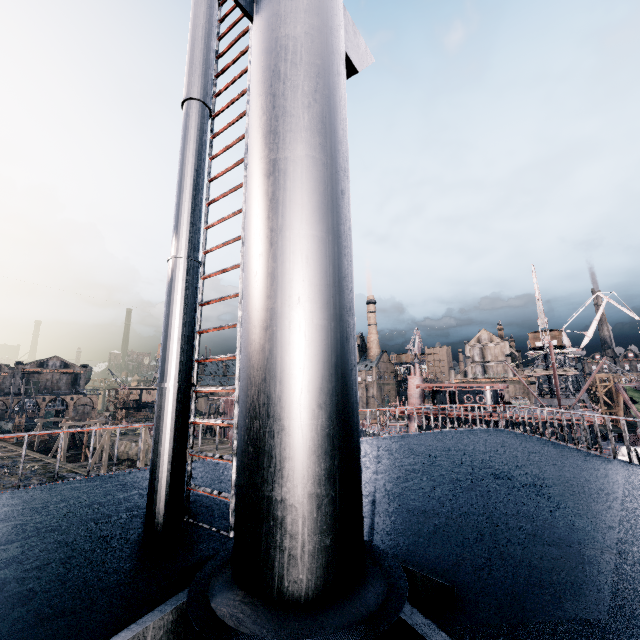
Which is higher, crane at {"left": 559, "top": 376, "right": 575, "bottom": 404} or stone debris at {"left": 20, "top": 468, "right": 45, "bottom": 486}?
crane at {"left": 559, "top": 376, "right": 575, "bottom": 404}

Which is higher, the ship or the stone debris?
the ship

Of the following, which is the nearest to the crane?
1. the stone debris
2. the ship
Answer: the ship

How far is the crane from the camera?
50.5m

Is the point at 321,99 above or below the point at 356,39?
below

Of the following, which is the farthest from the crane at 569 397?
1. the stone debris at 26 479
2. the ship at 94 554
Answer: the stone debris at 26 479

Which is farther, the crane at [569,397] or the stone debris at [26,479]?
the crane at [569,397]
